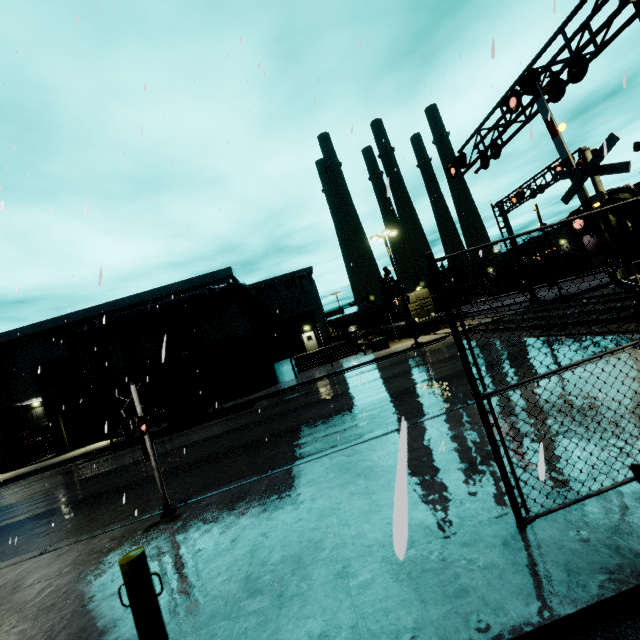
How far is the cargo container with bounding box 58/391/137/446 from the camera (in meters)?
19.39

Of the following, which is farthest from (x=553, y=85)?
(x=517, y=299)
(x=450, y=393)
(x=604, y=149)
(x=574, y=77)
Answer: (x=517, y=299)

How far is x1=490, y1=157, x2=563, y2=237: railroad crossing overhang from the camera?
20.7 meters

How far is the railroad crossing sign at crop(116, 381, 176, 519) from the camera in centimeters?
645cm

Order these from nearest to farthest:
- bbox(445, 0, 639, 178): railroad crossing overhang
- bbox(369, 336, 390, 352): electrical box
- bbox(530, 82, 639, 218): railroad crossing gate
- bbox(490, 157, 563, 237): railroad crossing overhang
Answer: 1. bbox(530, 82, 639, 218): railroad crossing gate
2. bbox(445, 0, 639, 178): railroad crossing overhang
3. bbox(490, 157, 563, 237): railroad crossing overhang
4. bbox(369, 336, 390, 352): electrical box

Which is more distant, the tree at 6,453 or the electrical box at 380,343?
the electrical box at 380,343

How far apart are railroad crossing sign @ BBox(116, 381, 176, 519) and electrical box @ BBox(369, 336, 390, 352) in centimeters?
2173cm

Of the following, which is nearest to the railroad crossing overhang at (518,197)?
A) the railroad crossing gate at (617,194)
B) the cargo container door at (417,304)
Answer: the railroad crossing gate at (617,194)
